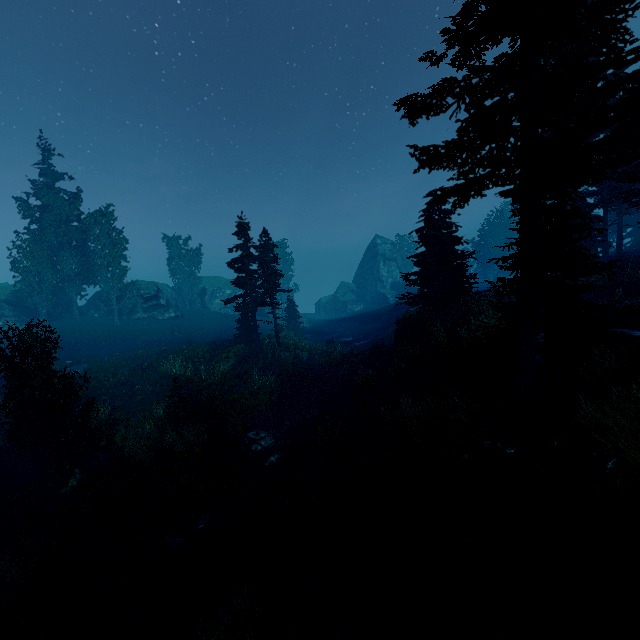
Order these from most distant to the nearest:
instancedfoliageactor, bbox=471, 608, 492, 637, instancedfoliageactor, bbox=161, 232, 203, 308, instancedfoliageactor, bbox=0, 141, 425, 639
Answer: instancedfoliageactor, bbox=161, 232, 203, 308
instancedfoliageactor, bbox=0, 141, 425, 639
instancedfoliageactor, bbox=471, 608, 492, 637

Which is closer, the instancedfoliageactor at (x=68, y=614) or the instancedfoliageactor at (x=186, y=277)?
the instancedfoliageactor at (x=68, y=614)

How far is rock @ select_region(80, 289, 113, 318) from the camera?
40.7 meters

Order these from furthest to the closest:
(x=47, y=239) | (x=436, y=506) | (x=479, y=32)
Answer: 1. (x=47, y=239)
2. (x=479, y=32)
3. (x=436, y=506)

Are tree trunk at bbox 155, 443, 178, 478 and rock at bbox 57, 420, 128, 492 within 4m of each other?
yes

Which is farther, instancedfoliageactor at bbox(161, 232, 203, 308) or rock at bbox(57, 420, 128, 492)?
instancedfoliageactor at bbox(161, 232, 203, 308)

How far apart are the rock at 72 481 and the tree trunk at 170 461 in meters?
1.7

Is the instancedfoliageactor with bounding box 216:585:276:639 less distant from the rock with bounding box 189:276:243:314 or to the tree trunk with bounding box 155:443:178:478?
the rock with bounding box 189:276:243:314
